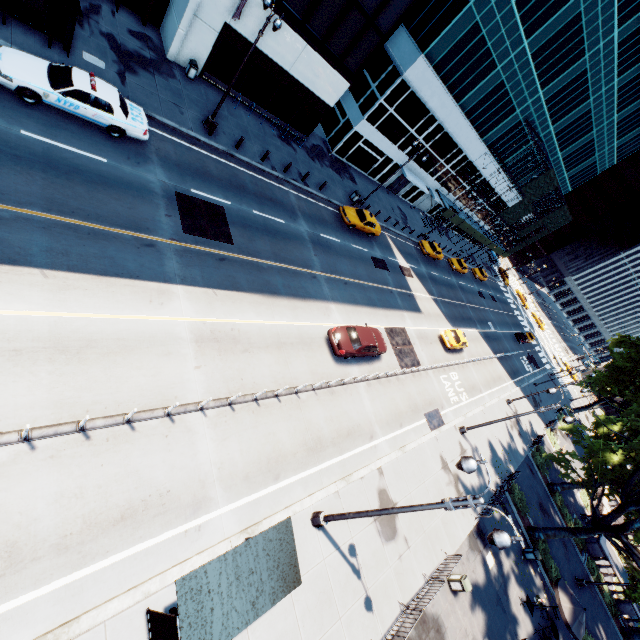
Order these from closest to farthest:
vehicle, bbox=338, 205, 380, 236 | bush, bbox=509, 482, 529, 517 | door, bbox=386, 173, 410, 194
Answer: bush, bbox=509, 482, 529, 517 → vehicle, bbox=338, 205, 380, 236 → door, bbox=386, 173, 410, 194

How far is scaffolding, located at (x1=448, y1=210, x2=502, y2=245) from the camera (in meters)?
46.77

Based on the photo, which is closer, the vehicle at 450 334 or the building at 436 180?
the building at 436 180

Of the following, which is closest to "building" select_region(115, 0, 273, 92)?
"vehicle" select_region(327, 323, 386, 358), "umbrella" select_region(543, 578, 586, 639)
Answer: "vehicle" select_region(327, 323, 386, 358)

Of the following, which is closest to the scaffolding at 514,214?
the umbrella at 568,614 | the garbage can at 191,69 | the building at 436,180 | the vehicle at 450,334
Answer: the building at 436,180

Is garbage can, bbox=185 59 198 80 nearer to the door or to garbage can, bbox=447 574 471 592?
the door

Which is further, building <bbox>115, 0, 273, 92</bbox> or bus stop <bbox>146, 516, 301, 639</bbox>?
building <bbox>115, 0, 273, 92</bbox>

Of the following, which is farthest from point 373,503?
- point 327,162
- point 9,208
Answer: point 327,162
